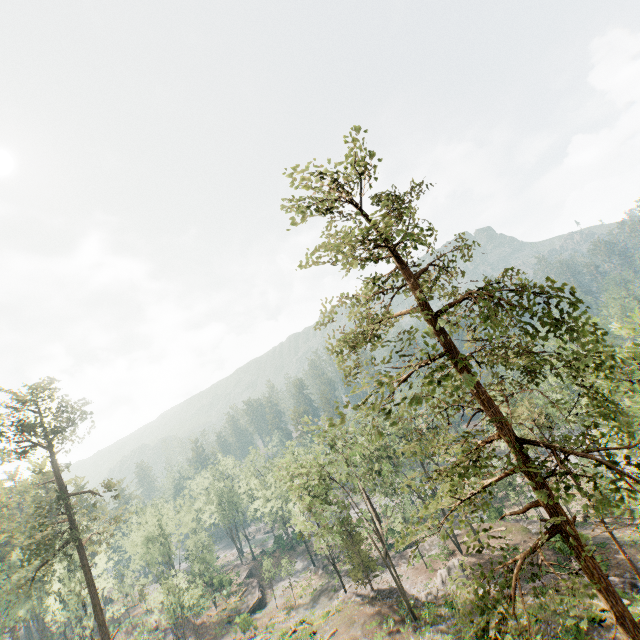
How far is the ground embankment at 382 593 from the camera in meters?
34.9

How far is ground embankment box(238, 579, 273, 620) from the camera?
49.44m

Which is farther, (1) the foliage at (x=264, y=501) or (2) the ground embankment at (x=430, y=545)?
(1) the foliage at (x=264, y=501)

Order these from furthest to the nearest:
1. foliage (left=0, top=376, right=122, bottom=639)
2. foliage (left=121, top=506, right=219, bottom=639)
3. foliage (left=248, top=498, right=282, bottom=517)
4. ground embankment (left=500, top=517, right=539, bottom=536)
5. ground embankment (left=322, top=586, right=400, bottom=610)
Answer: →
1. foliage (left=248, top=498, right=282, bottom=517)
2. foliage (left=121, top=506, right=219, bottom=639)
3. ground embankment (left=500, top=517, right=539, bottom=536)
4. ground embankment (left=322, top=586, right=400, bottom=610)
5. foliage (left=0, top=376, right=122, bottom=639)

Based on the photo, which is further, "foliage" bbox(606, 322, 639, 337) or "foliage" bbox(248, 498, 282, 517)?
"foliage" bbox(248, 498, 282, 517)

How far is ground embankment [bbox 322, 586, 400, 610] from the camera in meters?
34.9 m

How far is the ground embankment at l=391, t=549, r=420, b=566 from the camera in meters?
42.8 m

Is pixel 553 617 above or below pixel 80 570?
below
